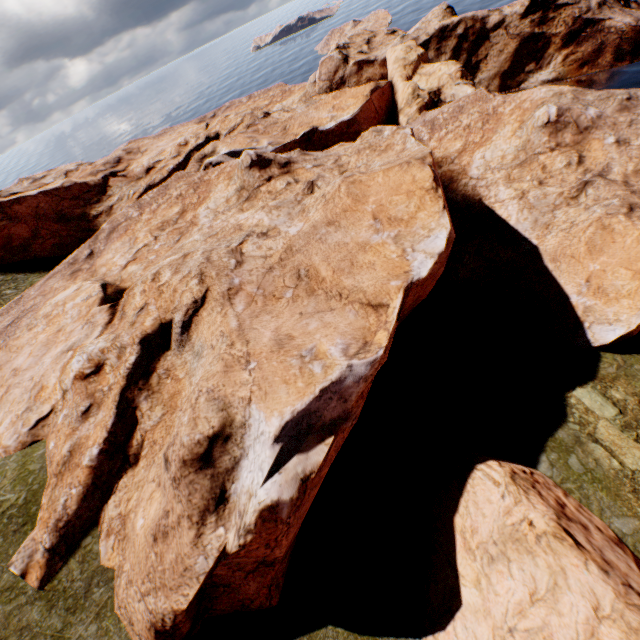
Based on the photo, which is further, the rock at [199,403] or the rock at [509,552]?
the rock at [199,403]

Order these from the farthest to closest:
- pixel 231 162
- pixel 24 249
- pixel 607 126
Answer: pixel 24 249 < pixel 231 162 < pixel 607 126

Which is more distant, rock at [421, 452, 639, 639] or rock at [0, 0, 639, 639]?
rock at [0, 0, 639, 639]
